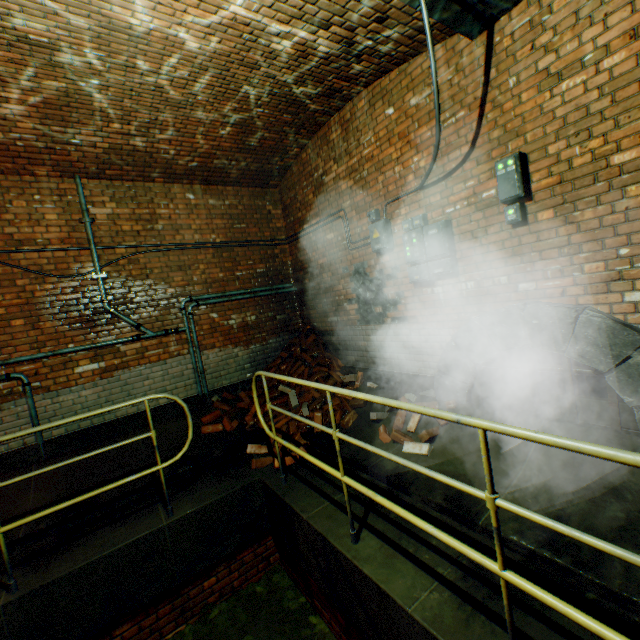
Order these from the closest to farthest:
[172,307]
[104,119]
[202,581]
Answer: [202,581]
[104,119]
[172,307]

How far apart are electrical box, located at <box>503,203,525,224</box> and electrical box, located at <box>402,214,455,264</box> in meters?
0.6

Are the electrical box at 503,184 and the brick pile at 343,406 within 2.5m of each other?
no

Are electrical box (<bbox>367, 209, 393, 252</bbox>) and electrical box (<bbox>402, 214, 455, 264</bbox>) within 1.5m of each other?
yes

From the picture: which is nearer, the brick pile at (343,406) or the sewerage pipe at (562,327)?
the sewerage pipe at (562,327)

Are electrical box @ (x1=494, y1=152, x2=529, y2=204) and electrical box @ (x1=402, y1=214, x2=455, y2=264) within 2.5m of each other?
yes

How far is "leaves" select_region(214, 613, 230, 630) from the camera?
3.4m

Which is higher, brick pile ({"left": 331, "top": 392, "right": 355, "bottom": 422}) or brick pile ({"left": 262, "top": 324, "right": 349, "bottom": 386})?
brick pile ({"left": 262, "top": 324, "right": 349, "bottom": 386})
